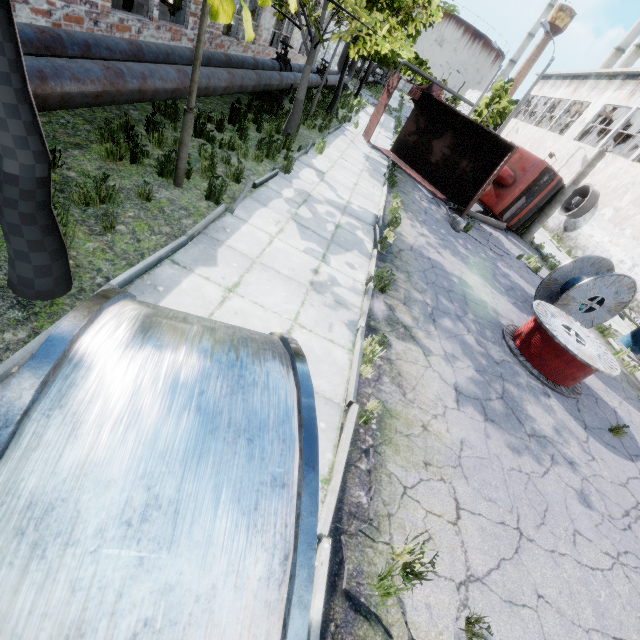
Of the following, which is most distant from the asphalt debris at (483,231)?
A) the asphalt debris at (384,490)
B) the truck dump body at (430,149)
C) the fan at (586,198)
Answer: the asphalt debris at (384,490)

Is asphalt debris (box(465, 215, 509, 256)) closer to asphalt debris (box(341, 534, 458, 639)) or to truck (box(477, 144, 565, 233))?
truck (box(477, 144, 565, 233))

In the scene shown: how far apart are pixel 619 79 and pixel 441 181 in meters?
20.3

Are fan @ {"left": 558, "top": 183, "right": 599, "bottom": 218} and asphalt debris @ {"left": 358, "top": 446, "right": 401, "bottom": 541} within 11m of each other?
no

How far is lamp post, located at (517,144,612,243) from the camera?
14.2 meters

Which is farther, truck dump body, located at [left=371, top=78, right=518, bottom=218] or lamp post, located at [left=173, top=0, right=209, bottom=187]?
truck dump body, located at [left=371, top=78, right=518, bottom=218]

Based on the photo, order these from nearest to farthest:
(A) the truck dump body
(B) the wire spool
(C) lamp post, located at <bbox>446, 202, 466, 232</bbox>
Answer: (B) the wire spool, (C) lamp post, located at <bbox>446, 202, 466, 232</bbox>, (A) the truck dump body

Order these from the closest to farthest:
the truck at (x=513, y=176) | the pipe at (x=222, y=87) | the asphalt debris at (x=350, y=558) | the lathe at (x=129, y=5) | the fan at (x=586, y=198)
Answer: the asphalt debris at (x=350, y=558), the pipe at (x=222, y=87), the lathe at (x=129, y=5), the truck at (x=513, y=176), the fan at (x=586, y=198)
